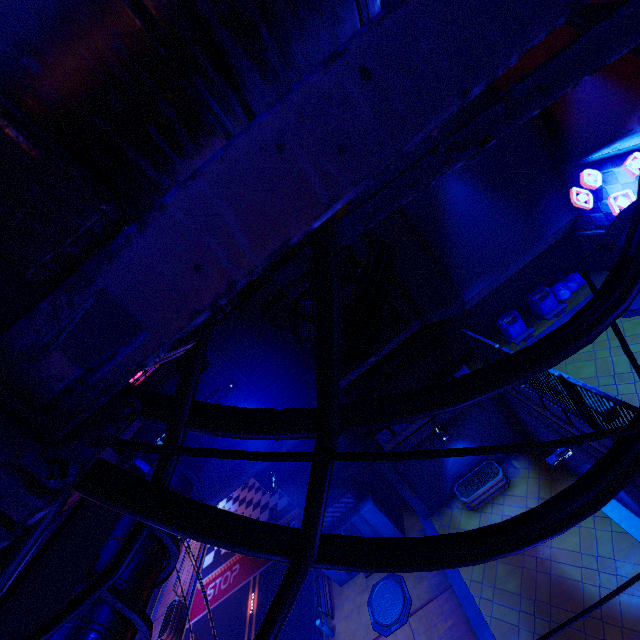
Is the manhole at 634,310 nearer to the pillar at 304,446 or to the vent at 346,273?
the vent at 346,273

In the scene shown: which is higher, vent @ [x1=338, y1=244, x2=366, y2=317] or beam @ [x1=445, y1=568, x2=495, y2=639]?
vent @ [x1=338, y1=244, x2=366, y2=317]

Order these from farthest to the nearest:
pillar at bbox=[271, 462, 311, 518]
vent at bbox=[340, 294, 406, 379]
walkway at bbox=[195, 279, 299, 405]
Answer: pillar at bbox=[271, 462, 311, 518]
vent at bbox=[340, 294, 406, 379]
walkway at bbox=[195, 279, 299, 405]

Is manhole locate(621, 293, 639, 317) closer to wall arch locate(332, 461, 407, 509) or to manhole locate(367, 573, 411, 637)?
wall arch locate(332, 461, 407, 509)

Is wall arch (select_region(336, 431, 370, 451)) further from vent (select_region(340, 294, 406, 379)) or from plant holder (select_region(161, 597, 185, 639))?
plant holder (select_region(161, 597, 185, 639))

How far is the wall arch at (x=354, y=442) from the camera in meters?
16.0

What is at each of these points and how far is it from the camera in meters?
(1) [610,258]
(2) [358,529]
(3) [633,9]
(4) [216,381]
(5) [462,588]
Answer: (1) building, 13.7
(2) pillar, 15.1
(3) pipe, 1.0
(4) walkway, 12.4
(5) beam, 12.2

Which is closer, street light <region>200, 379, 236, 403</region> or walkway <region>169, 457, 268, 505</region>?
street light <region>200, 379, 236, 403</region>
